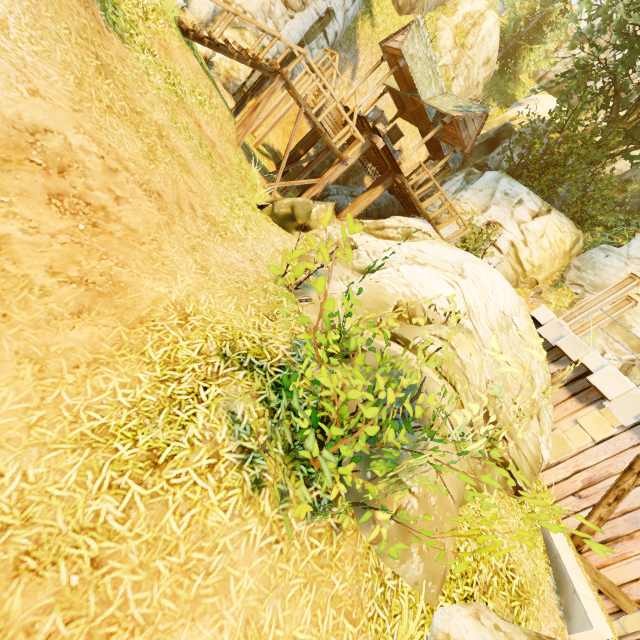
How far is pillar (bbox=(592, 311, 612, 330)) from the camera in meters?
9.8

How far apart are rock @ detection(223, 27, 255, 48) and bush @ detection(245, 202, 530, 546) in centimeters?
1360cm

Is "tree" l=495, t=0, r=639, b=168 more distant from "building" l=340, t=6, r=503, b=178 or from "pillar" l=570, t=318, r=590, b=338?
"pillar" l=570, t=318, r=590, b=338

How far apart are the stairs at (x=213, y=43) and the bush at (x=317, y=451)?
8.43m

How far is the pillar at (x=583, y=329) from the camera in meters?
9.9

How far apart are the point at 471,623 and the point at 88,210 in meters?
7.2 m

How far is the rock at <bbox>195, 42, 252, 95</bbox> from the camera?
11.3 meters

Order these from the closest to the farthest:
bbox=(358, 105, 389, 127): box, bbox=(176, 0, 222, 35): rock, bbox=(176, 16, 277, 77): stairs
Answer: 1. bbox=(176, 16, 277, 77): stairs
2. bbox=(176, 0, 222, 35): rock
3. bbox=(358, 105, 389, 127): box
